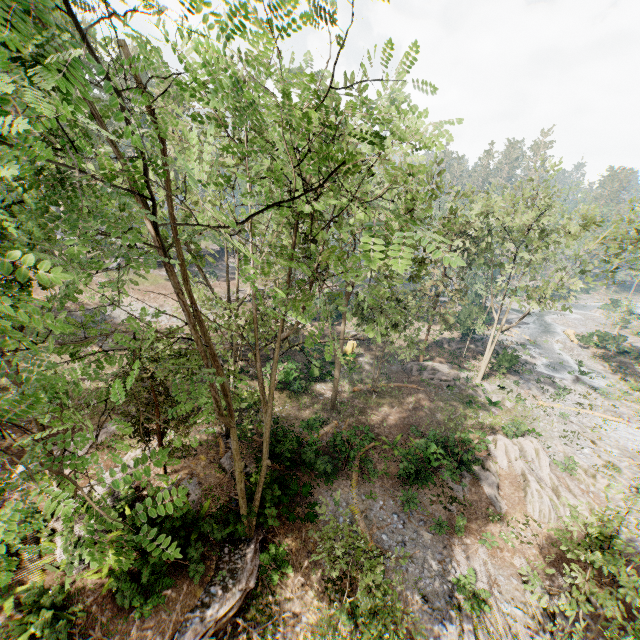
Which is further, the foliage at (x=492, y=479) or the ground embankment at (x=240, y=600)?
the foliage at (x=492, y=479)

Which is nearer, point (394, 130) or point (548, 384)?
point (394, 130)

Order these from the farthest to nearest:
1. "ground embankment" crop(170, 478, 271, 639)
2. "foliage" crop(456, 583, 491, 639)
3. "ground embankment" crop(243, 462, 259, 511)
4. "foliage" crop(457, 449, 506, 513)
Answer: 1. "foliage" crop(457, 449, 506, 513)
2. "ground embankment" crop(243, 462, 259, 511)
3. "foliage" crop(456, 583, 491, 639)
4. "ground embankment" crop(170, 478, 271, 639)

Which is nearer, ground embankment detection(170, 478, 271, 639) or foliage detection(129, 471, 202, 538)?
foliage detection(129, 471, 202, 538)

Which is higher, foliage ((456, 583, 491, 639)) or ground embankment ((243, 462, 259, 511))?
ground embankment ((243, 462, 259, 511))

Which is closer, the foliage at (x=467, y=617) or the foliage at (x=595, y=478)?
the foliage at (x=595, y=478)
